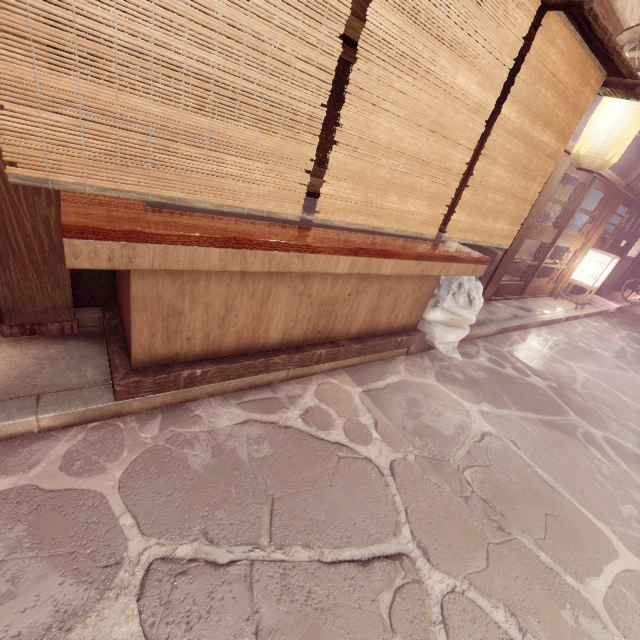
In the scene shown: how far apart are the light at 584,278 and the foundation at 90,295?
18.4 meters

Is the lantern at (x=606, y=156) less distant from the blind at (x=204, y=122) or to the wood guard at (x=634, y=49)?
the wood guard at (x=634, y=49)

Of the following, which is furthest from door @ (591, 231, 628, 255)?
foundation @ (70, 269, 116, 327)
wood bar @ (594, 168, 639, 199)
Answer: foundation @ (70, 269, 116, 327)

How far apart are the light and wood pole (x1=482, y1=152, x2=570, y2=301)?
6.2m

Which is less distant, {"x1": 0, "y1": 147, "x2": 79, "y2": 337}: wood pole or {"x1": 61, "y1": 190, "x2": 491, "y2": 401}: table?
{"x1": 61, "y1": 190, "x2": 491, "y2": 401}: table

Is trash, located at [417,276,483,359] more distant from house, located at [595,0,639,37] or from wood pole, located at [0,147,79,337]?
wood pole, located at [0,147,79,337]

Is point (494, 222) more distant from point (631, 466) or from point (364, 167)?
point (631, 466)

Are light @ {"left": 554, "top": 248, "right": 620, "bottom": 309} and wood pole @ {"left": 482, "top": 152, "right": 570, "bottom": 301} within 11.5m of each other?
yes
